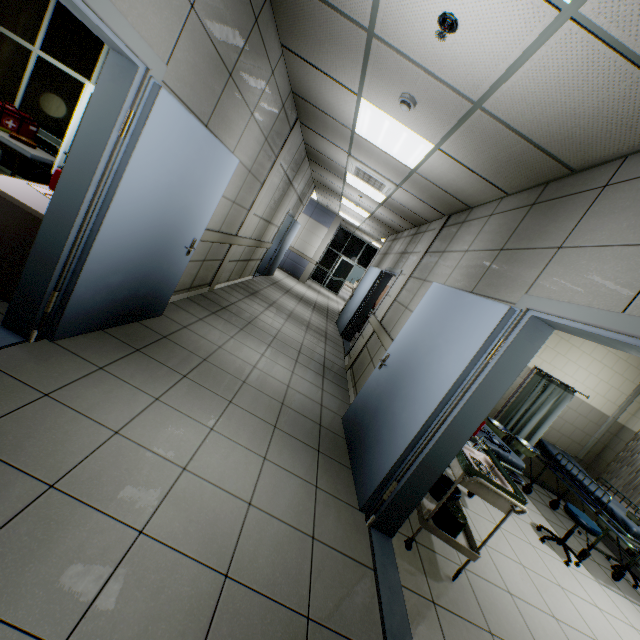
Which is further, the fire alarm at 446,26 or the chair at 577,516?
the chair at 577,516

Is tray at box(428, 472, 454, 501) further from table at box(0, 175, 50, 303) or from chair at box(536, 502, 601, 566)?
table at box(0, 175, 50, 303)

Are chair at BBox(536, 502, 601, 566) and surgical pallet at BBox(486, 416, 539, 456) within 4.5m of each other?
yes

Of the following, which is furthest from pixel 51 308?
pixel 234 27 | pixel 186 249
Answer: pixel 234 27

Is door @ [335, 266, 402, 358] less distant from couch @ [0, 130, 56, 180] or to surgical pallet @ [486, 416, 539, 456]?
surgical pallet @ [486, 416, 539, 456]

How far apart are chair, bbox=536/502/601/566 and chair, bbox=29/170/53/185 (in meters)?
6.73

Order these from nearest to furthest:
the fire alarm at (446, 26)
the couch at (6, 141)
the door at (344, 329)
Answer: the fire alarm at (446, 26) → the couch at (6, 141) → the door at (344, 329)

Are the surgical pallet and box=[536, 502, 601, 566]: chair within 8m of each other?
yes
